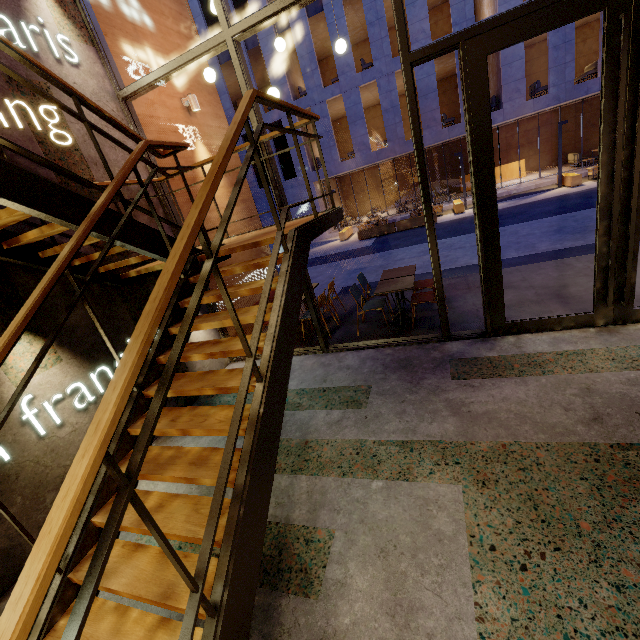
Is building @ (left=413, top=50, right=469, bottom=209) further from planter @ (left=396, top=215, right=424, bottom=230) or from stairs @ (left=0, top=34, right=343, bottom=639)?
stairs @ (left=0, top=34, right=343, bottom=639)

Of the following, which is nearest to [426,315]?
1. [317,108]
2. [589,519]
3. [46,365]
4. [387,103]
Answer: [589,519]

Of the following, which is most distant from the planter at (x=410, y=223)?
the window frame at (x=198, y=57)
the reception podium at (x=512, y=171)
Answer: the window frame at (x=198, y=57)

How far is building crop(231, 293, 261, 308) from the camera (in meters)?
6.71

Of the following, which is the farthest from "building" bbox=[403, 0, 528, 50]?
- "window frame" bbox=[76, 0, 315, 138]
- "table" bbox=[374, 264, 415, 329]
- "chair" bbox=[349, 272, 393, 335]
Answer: "window frame" bbox=[76, 0, 315, 138]

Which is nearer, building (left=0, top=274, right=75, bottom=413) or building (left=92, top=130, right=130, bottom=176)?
building (left=0, top=274, right=75, bottom=413)

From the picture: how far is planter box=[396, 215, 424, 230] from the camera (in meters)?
16.27

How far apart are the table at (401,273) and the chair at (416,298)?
0.3 meters
